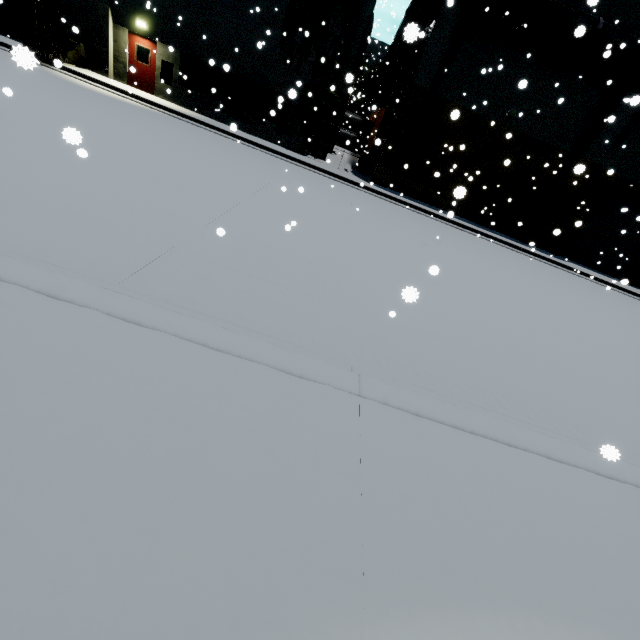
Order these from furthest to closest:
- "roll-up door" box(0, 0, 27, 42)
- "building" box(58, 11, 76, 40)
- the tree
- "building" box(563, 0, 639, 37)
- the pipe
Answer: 1. "roll-up door" box(0, 0, 27, 42)
2. the tree
3. "building" box(563, 0, 639, 37)
4. the pipe
5. "building" box(58, 11, 76, 40)

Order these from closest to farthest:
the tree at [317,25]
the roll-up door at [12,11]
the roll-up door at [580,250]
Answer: the tree at [317,25] → the roll-up door at [12,11] → the roll-up door at [580,250]

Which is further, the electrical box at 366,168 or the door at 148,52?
the electrical box at 366,168

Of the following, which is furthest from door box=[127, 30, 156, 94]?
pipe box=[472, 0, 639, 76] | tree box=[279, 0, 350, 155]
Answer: pipe box=[472, 0, 639, 76]

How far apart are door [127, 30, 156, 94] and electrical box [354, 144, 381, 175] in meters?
12.3 m

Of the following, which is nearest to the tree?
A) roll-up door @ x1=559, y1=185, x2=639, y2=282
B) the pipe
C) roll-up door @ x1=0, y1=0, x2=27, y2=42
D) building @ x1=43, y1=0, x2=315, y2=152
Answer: building @ x1=43, y1=0, x2=315, y2=152

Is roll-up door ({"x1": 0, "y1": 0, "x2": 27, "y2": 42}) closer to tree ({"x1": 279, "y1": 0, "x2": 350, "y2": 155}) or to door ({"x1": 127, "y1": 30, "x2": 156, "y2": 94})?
tree ({"x1": 279, "y1": 0, "x2": 350, "y2": 155})

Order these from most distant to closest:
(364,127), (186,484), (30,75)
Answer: (364,127) → (30,75) → (186,484)
